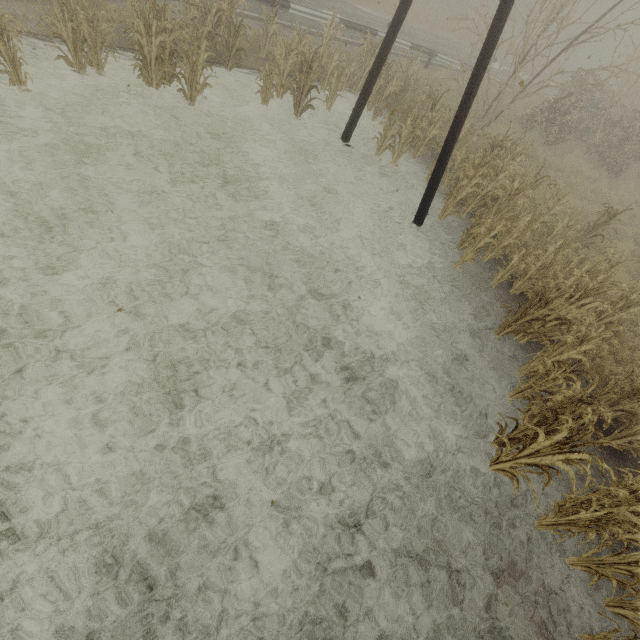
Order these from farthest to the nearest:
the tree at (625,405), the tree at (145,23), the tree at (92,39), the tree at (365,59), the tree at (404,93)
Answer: the tree at (404,93), the tree at (365,59), the tree at (145,23), the tree at (92,39), the tree at (625,405)

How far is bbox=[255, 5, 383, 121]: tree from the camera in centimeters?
892cm

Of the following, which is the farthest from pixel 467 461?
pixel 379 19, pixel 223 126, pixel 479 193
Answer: pixel 379 19

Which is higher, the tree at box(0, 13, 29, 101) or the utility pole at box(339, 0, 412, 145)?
the utility pole at box(339, 0, 412, 145)

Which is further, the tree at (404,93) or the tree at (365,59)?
the tree at (404,93)

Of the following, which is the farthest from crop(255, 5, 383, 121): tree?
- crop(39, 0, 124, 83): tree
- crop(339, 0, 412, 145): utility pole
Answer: crop(39, 0, 124, 83): tree

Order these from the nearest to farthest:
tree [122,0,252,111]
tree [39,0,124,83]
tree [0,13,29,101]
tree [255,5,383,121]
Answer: tree [0,13,29,101] < tree [39,0,124,83] < tree [122,0,252,111] < tree [255,5,383,121]
